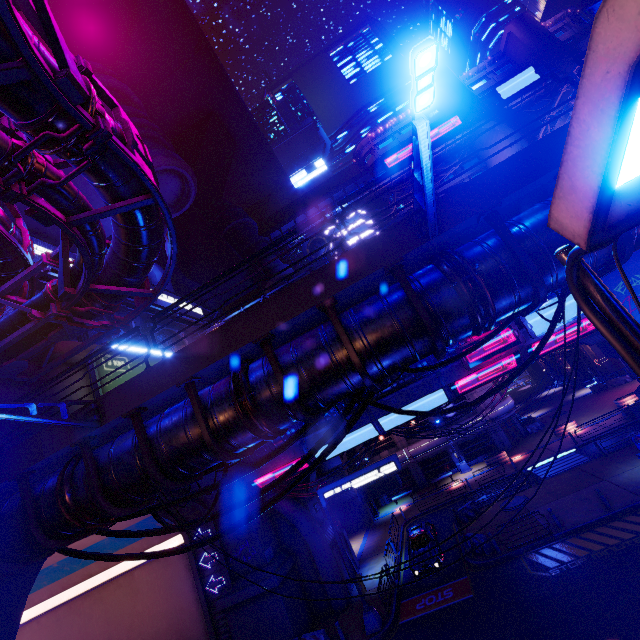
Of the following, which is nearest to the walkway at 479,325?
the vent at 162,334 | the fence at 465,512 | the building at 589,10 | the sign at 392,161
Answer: the vent at 162,334

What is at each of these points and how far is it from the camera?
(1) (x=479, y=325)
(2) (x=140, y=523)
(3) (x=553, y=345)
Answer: (1) walkway, 6.09m
(2) tunnel, 21.78m
(3) walkway, 19.39m

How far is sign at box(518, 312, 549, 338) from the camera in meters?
18.8

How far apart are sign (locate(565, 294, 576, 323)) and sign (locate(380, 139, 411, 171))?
44.0m

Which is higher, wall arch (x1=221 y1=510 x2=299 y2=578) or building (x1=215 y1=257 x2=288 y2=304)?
building (x1=215 y1=257 x2=288 y2=304)

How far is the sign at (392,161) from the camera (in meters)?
55.34

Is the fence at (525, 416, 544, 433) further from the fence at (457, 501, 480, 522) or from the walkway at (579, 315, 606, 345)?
the fence at (457, 501, 480, 522)

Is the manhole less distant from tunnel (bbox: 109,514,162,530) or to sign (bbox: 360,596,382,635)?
sign (bbox: 360,596,382,635)
